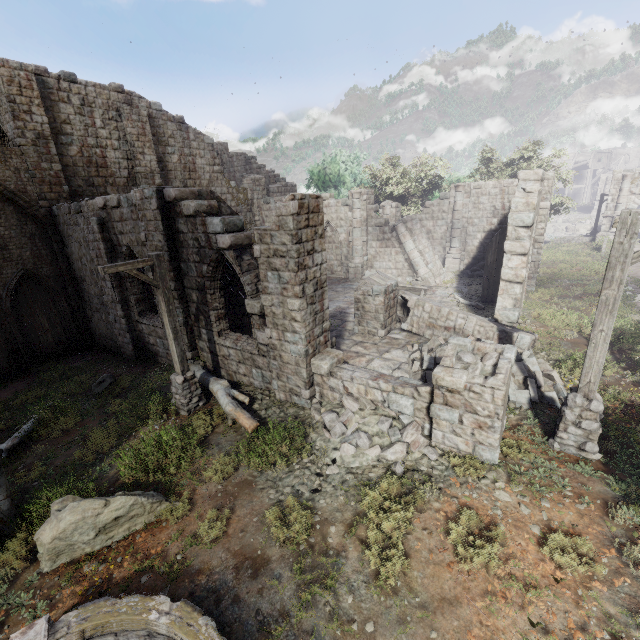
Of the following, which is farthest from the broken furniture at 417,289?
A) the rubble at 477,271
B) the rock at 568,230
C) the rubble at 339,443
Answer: the rock at 568,230

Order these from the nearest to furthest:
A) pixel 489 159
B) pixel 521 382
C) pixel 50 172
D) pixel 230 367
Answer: pixel 521 382 → pixel 230 367 → pixel 50 172 → pixel 489 159

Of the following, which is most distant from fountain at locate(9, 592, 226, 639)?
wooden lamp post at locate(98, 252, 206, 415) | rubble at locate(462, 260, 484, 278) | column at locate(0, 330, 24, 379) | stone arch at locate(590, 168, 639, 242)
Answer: stone arch at locate(590, 168, 639, 242)

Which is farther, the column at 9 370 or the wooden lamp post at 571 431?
the column at 9 370

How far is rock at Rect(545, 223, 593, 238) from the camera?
48.4 meters

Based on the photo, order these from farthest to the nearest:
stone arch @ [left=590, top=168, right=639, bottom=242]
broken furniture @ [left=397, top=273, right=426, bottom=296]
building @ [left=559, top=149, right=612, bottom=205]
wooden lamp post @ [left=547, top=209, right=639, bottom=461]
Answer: building @ [left=559, top=149, right=612, bottom=205]
stone arch @ [left=590, top=168, right=639, bottom=242]
broken furniture @ [left=397, top=273, right=426, bottom=296]
wooden lamp post @ [left=547, top=209, right=639, bottom=461]

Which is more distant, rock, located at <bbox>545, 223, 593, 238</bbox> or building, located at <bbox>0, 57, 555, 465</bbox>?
rock, located at <bbox>545, 223, 593, 238</bbox>

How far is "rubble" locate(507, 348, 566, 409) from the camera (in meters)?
8.27
